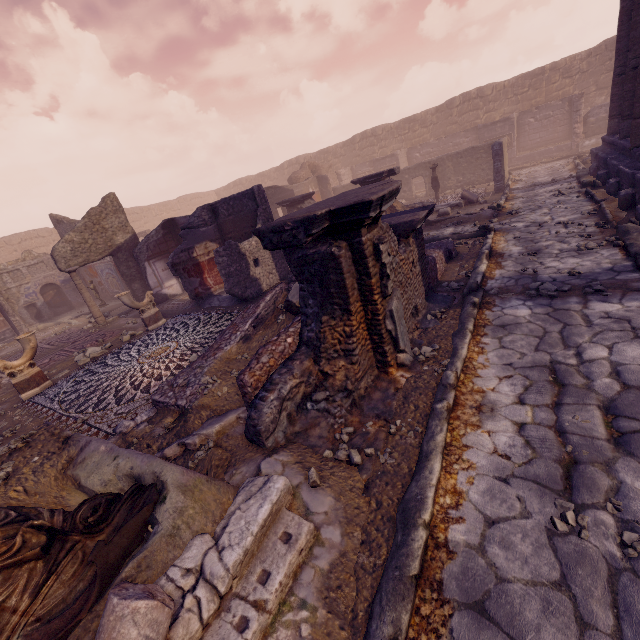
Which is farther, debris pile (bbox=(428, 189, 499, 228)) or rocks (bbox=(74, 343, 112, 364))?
debris pile (bbox=(428, 189, 499, 228))

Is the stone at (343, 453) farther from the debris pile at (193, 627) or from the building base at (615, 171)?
A: the building base at (615, 171)

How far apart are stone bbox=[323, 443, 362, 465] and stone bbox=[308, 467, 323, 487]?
0.3 meters

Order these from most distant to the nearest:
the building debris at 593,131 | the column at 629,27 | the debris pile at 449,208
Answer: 1. the building debris at 593,131
2. the debris pile at 449,208
3. the column at 629,27

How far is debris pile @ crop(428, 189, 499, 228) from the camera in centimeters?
1058cm

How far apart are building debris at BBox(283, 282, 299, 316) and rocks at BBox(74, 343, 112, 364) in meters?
6.1

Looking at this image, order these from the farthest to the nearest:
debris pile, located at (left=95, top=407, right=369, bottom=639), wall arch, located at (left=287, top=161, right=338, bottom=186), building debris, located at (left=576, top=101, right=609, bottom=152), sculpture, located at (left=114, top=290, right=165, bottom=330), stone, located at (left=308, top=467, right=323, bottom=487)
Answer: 1. wall arch, located at (left=287, top=161, right=338, bottom=186)
2. building debris, located at (left=576, top=101, right=609, bottom=152)
3. sculpture, located at (left=114, top=290, right=165, bottom=330)
4. stone, located at (left=308, top=467, right=323, bottom=487)
5. debris pile, located at (left=95, top=407, right=369, bottom=639)

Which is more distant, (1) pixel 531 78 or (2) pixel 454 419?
(1) pixel 531 78
